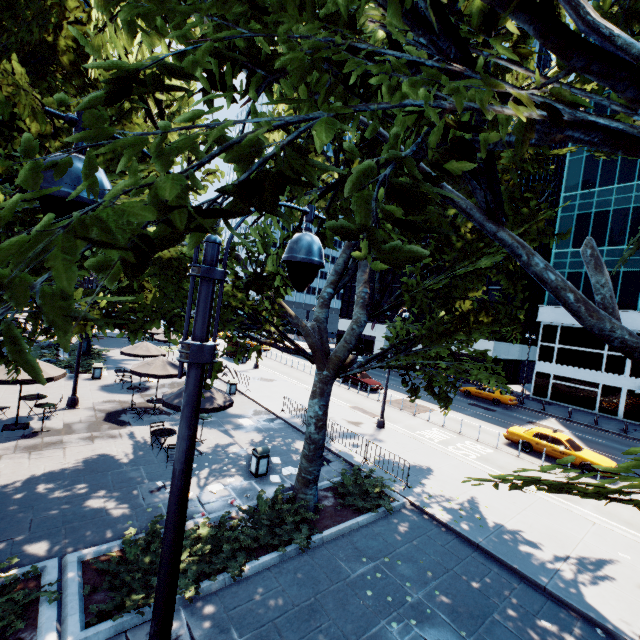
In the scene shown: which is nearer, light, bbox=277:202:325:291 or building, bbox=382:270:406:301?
light, bbox=277:202:325:291

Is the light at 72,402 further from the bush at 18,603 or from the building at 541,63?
the building at 541,63

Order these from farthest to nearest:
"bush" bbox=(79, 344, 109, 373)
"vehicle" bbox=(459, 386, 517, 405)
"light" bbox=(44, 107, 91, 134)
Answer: "vehicle" bbox=(459, 386, 517, 405) < "bush" bbox=(79, 344, 109, 373) < "light" bbox=(44, 107, 91, 134)

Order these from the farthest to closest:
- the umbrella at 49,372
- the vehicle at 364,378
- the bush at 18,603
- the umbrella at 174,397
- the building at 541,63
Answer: the building at 541,63 < the vehicle at 364,378 < the umbrella at 49,372 < the umbrella at 174,397 < the bush at 18,603

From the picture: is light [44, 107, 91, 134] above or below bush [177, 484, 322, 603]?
above

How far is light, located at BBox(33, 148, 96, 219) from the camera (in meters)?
1.91

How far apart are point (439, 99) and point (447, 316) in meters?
7.8 m

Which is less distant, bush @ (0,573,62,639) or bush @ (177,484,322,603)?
bush @ (0,573,62,639)
